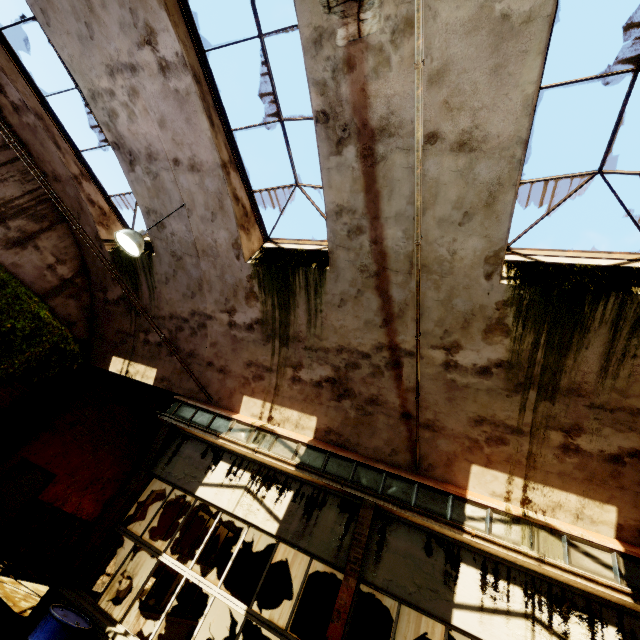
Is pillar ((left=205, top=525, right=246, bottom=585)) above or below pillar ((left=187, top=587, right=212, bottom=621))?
above

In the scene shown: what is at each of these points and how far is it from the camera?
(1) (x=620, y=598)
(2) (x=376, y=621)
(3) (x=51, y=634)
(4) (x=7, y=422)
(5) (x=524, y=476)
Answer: (1) crane rail, 4.15m
(2) pillar, 8.20m
(3) barrel, 4.70m
(4) pillar, 8.70m
(5) building, 5.26m

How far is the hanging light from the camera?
5.9m

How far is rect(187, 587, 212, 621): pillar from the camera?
9.0 meters

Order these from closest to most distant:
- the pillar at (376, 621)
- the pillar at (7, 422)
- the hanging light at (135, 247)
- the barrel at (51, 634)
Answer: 1. the barrel at (51, 634)
2. the hanging light at (135, 247)
3. the pillar at (376, 621)
4. the pillar at (7, 422)

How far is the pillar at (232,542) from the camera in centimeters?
959cm

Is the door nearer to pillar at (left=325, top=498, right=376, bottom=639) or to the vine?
the vine

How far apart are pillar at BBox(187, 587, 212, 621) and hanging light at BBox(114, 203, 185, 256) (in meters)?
8.81
